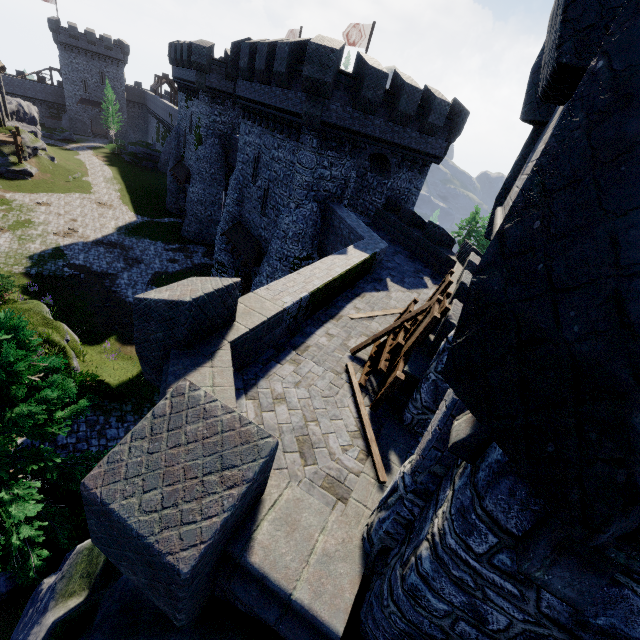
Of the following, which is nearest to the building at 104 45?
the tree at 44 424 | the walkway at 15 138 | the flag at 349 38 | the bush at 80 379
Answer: the walkway at 15 138

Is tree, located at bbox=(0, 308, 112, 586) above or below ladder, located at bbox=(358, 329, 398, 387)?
below

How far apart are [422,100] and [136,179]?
45.1 meters

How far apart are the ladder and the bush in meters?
12.7

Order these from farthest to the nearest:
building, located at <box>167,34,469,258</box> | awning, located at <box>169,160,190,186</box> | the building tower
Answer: awning, located at <box>169,160,190,186</box> → building, located at <box>167,34,469,258</box> → the building tower

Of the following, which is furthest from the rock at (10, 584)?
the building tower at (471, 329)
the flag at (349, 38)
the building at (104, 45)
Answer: the building at (104, 45)

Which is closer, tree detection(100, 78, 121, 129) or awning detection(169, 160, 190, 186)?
awning detection(169, 160, 190, 186)

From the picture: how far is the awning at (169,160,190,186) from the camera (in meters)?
34.12
